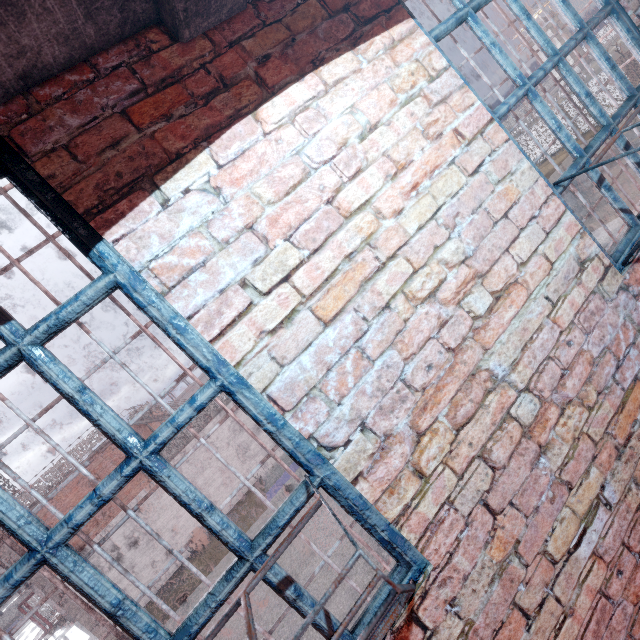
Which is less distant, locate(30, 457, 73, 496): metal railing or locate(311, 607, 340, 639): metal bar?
locate(311, 607, 340, 639): metal bar

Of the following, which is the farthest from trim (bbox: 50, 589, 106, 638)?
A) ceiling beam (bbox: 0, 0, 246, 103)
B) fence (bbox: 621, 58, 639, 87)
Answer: ceiling beam (bbox: 0, 0, 246, 103)

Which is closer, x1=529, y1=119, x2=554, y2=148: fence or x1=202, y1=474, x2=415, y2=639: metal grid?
x1=202, y1=474, x2=415, y2=639: metal grid

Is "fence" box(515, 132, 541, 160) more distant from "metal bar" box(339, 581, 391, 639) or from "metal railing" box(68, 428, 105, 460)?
"metal bar" box(339, 581, 391, 639)

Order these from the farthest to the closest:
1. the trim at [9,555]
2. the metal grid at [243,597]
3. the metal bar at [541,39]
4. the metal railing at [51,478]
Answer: the metal railing at [51,478]
the trim at [9,555]
the metal bar at [541,39]
the metal grid at [243,597]

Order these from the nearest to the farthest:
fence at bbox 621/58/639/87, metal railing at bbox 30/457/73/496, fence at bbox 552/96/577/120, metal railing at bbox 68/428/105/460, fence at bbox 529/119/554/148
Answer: metal railing at bbox 30/457/73/496
metal railing at bbox 68/428/105/460
fence at bbox 621/58/639/87
fence at bbox 552/96/577/120
fence at bbox 529/119/554/148

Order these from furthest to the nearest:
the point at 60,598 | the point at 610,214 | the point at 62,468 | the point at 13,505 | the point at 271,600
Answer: the point at 62,468
the point at 60,598
the point at 610,214
the point at 271,600
the point at 13,505

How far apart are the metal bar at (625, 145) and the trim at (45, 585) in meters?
22.7 m
